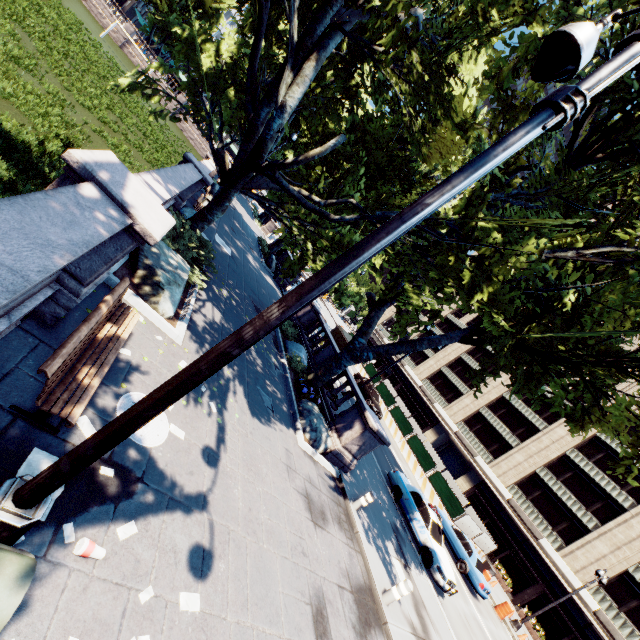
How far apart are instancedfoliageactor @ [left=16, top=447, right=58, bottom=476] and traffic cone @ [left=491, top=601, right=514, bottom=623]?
28.6 meters

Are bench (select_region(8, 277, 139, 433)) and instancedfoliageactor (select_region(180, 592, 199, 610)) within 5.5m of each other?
yes

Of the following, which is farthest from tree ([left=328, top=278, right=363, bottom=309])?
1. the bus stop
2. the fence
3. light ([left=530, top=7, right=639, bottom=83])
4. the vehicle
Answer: the fence

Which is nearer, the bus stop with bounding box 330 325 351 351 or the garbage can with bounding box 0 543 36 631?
the garbage can with bounding box 0 543 36 631

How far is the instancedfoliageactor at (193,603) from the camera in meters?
4.1

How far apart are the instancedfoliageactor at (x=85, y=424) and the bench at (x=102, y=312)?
0.4m

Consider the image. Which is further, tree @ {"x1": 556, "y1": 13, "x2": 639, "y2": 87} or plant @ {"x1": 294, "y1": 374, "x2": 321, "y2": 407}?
plant @ {"x1": 294, "y1": 374, "x2": 321, "y2": 407}

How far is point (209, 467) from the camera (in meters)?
6.09
